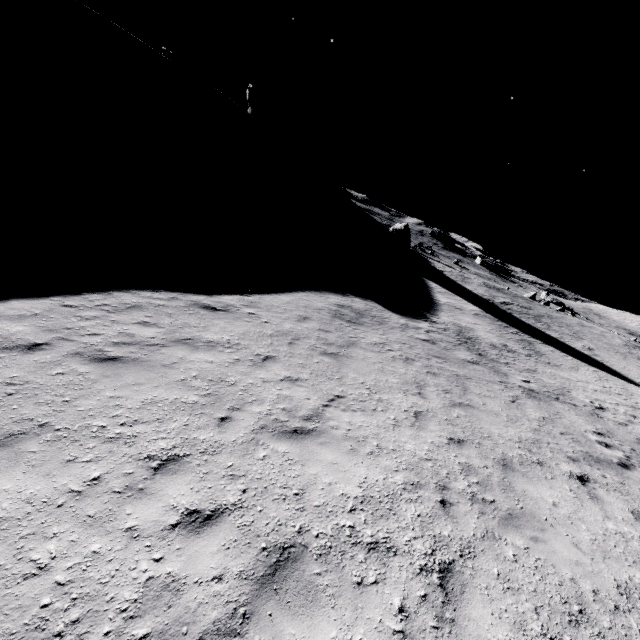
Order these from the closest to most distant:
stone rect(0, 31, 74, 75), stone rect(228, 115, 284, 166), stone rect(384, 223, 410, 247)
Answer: stone rect(0, 31, 74, 75), stone rect(228, 115, 284, 166), stone rect(384, 223, 410, 247)

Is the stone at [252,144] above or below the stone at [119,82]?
below

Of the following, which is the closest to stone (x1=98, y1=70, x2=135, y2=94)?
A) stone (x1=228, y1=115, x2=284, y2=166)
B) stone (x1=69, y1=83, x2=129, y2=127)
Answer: stone (x1=69, y1=83, x2=129, y2=127)

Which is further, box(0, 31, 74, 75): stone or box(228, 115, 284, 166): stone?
box(228, 115, 284, 166): stone

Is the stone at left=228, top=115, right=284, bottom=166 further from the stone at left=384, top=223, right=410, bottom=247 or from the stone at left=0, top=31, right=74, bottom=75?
the stone at left=384, top=223, right=410, bottom=247

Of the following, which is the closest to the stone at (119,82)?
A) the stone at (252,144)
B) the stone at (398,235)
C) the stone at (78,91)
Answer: the stone at (78,91)

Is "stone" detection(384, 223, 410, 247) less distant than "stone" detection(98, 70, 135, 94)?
No

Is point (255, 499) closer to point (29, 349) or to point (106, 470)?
point (106, 470)
